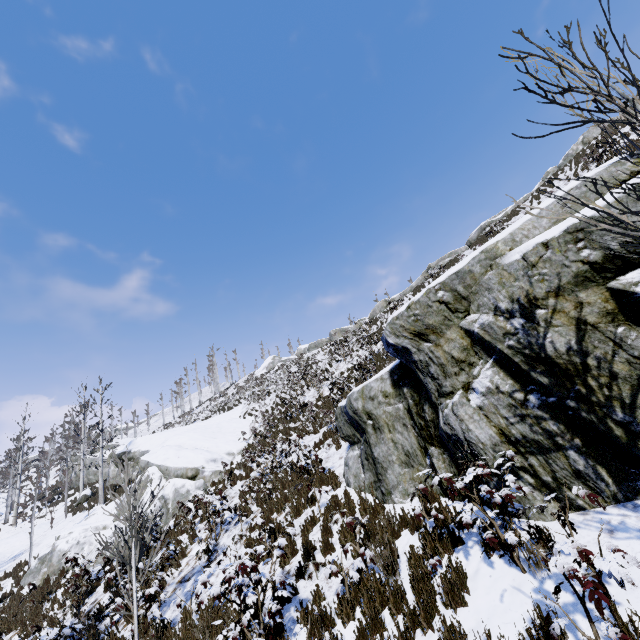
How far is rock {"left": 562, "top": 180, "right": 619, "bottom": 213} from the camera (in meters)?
4.01

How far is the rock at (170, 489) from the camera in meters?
15.5 m

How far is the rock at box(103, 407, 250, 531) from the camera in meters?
15.5

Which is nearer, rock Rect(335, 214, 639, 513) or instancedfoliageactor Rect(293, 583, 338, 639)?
rock Rect(335, 214, 639, 513)

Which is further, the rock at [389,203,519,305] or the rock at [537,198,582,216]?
the rock at [389,203,519,305]

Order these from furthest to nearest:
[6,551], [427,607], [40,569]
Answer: [6,551] → [40,569] → [427,607]

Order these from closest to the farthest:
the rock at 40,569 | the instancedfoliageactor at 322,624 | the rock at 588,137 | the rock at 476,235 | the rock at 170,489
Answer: the instancedfoliageactor at 322,624 < the rock at 40,569 < the rock at 170,489 < the rock at 588,137 < the rock at 476,235

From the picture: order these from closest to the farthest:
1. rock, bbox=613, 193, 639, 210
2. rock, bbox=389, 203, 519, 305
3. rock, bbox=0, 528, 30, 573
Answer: rock, bbox=613, 193, 639, 210
rock, bbox=0, 528, 30, 573
rock, bbox=389, 203, 519, 305
